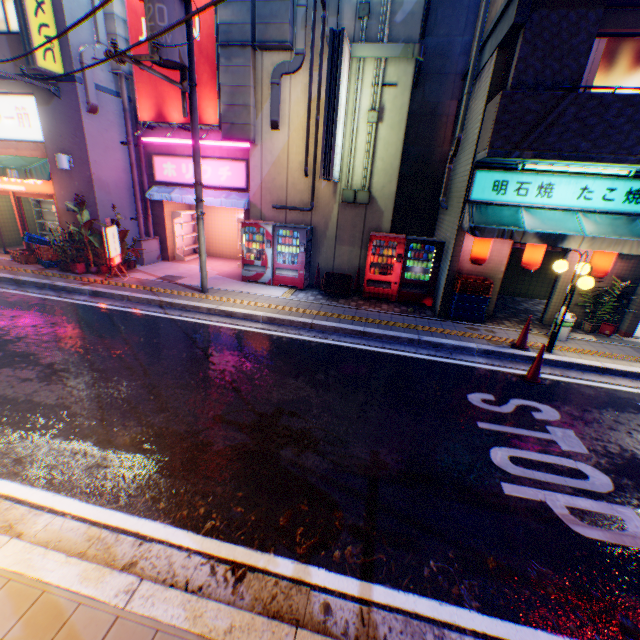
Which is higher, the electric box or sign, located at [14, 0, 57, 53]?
sign, located at [14, 0, 57, 53]

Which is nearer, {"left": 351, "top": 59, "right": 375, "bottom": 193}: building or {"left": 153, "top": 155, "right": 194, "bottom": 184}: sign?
{"left": 351, "top": 59, "right": 375, "bottom": 193}: building

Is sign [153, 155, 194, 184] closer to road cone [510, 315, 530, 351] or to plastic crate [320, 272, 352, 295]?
plastic crate [320, 272, 352, 295]

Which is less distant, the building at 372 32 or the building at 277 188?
the building at 372 32

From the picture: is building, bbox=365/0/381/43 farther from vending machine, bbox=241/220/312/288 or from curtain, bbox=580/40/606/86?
curtain, bbox=580/40/606/86

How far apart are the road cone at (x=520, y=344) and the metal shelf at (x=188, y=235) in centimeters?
Result: 1251cm

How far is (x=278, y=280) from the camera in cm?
1120

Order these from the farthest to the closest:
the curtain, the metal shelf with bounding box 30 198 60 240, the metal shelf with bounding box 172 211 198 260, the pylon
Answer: the metal shelf with bounding box 30 198 60 240 < the metal shelf with bounding box 172 211 198 260 < the curtain < the pylon
